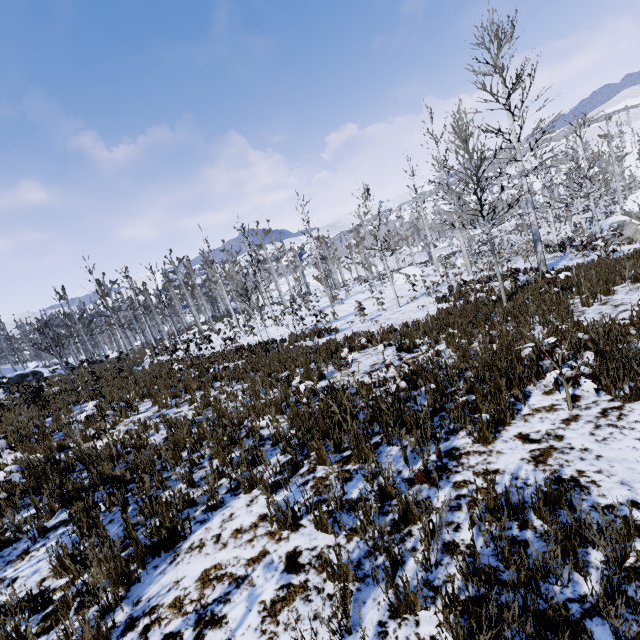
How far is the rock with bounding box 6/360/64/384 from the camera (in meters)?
27.09

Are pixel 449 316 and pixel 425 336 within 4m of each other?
yes

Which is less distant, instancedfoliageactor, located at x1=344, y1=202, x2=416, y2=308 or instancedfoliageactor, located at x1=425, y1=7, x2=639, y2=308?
instancedfoliageactor, located at x1=425, y1=7, x2=639, y2=308

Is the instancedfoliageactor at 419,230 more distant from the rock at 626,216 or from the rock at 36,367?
the rock at 36,367

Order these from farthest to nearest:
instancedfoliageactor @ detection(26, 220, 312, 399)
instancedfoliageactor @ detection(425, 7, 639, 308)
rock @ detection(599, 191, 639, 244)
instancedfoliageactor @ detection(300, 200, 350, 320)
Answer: instancedfoliageactor @ detection(300, 200, 350, 320), rock @ detection(599, 191, 639, 244), instancedfoliageactor @ detection(26, 220, 312, 399), instancedfoliageactor @ detection(425, 7, 639, 308)

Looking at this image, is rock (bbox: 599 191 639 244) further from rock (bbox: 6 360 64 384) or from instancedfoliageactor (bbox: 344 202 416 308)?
rock (bbox: 6 360 64 384)

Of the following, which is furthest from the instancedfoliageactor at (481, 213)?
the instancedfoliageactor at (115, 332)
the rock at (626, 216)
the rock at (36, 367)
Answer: the rock at (36, 367)

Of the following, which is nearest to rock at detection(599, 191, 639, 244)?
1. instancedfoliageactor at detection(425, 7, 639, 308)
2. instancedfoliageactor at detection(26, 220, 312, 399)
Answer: instancedfoliageactor at detection(425, 7, 639, 308)
